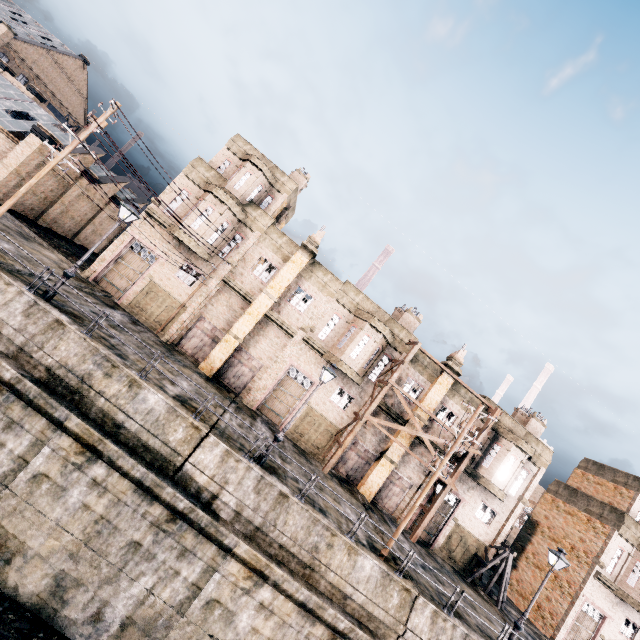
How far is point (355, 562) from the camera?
14.29m

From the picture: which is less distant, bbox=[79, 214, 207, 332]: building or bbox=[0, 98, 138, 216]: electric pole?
bbox=[0, 98, 138, 216]: electric pole

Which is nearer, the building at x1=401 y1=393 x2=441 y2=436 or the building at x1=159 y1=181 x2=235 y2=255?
the building at x1=159 y1=181 x2=235 y2=255

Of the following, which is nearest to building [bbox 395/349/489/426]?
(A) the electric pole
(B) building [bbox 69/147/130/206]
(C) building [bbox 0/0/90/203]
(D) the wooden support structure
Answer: (D) the wooden support structure

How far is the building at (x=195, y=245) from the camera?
23.3m

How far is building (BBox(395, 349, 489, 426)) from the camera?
26.0 meters

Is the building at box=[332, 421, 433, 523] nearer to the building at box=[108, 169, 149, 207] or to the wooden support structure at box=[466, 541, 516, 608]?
the wooden support structure at box=[466, 541, 516, 608]

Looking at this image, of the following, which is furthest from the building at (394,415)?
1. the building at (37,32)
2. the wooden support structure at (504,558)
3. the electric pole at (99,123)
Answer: the building at (37,32)
